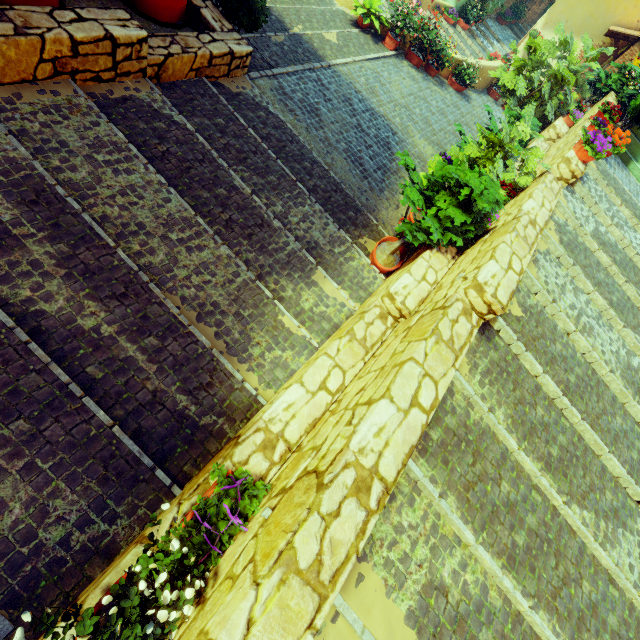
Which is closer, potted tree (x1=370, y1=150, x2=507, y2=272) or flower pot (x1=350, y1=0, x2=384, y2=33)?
potted tree (x1=370, y1=150, x2=507, y2=272)

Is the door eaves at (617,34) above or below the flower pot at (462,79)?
above

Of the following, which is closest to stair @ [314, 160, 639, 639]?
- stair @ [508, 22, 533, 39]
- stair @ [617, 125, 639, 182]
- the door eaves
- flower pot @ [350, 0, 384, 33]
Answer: stair @ [617, 125, 639, 182]

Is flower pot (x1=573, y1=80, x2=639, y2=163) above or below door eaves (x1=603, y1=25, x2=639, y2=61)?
below

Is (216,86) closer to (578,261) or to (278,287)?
(278,287)

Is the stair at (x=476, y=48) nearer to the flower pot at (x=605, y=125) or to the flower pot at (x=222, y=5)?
the flower pot at (x=222, y=5)

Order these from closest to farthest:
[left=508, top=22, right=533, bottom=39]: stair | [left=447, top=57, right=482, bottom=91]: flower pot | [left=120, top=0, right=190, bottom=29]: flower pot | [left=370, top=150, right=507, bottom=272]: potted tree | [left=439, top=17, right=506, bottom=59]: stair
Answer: [left=370, top=150, right=507, bottom=272]: potted tree
[left=120, top=0, right=190, bottom=29]: flower pot
[left=447, top=57, right=482, bottom=91]: flower pot
[left=439, top=17, right=506, bottom=59]: stair
[left=508, top=22, right=533, bottom=39]: stair

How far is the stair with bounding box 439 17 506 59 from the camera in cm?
1268
